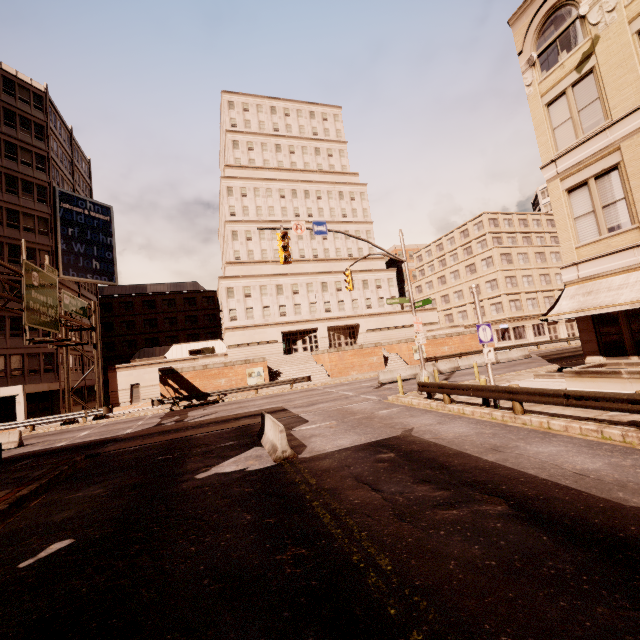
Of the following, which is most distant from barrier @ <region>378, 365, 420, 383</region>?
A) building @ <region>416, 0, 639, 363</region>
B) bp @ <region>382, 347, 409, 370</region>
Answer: building @ <region>416, 0, 639, 363</region>

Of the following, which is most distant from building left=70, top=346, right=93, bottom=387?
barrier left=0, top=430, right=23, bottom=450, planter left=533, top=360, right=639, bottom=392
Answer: planter left=533, top=360, right=639, bottom=392

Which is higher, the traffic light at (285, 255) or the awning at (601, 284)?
the traffic light at (285, 255)

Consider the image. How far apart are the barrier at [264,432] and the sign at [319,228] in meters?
9.0

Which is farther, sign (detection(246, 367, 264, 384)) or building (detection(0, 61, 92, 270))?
sign (detection(246, 367, 264, 384))

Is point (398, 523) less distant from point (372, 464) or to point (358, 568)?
point (358, 568)

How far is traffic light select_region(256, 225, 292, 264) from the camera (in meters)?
15.85

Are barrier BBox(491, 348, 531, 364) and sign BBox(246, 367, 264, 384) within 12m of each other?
no
